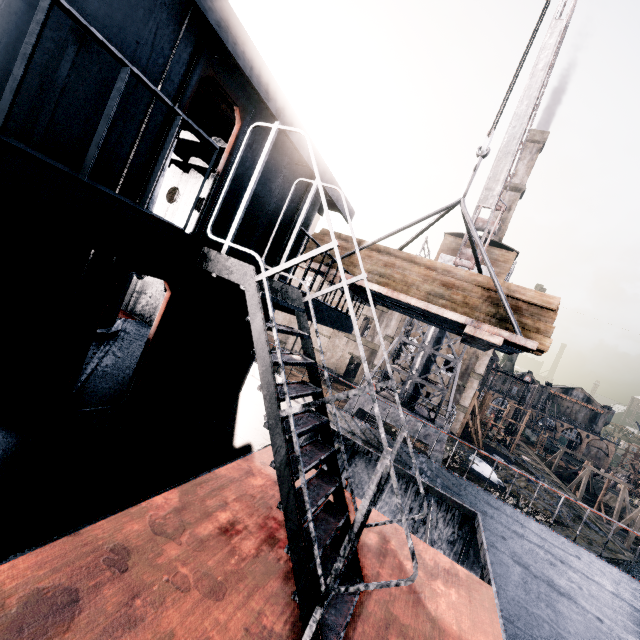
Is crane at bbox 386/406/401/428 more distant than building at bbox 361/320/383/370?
No

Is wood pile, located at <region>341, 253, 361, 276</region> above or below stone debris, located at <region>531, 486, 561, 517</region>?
above

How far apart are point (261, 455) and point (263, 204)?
5.1 meters

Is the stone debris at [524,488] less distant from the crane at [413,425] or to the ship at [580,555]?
the crane at [413,425]

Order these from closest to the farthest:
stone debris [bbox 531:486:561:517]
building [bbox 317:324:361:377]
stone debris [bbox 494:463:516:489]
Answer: stone debris [bbox 531:486:561:517] < stone debris [bbox 494:463:516:489] < building [bbox 317:324:361:377]

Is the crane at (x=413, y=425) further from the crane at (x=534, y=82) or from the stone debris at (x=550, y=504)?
the stone debris at (x=550, y=504)

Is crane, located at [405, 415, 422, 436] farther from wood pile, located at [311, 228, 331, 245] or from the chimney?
the chimney

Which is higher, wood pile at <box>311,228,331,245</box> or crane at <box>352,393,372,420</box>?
wood pile at <box>311,228,331,245</box>
